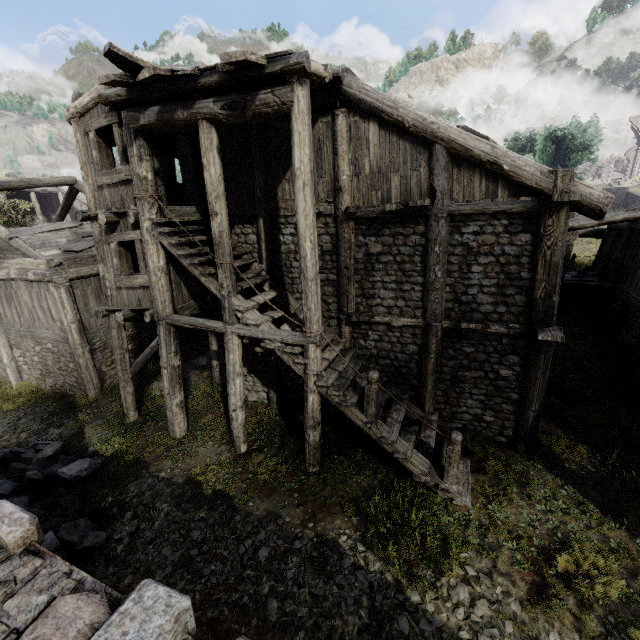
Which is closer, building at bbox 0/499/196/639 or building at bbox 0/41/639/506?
building at bbox 0/499/196/639

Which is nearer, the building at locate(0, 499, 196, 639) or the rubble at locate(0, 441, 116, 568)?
the building at locate(0, 499, 196, 639)

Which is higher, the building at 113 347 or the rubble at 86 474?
the building at 113 347

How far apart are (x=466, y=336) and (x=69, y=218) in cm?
3860

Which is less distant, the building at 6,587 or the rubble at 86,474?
the building at 6,587

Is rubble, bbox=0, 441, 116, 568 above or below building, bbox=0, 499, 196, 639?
below
